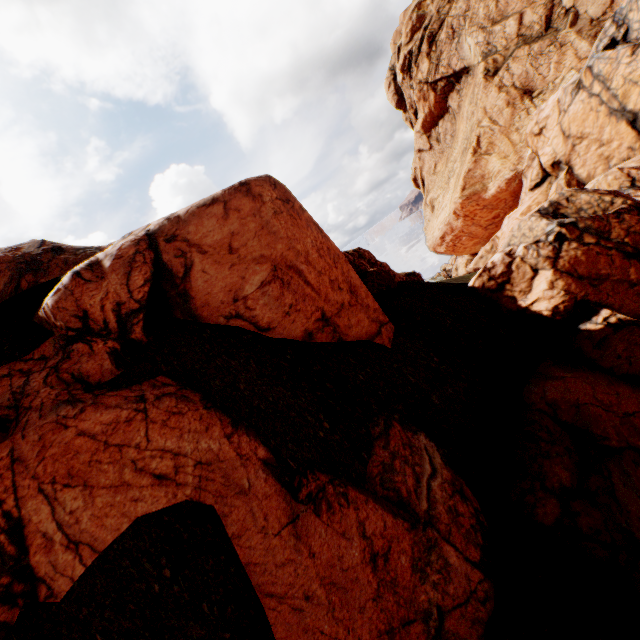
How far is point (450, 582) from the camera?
4.66m

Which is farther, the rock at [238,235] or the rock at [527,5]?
the rock at [527,5]

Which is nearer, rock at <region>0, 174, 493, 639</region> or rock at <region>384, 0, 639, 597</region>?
rock at <region>0, 174, 493, 639</region>
